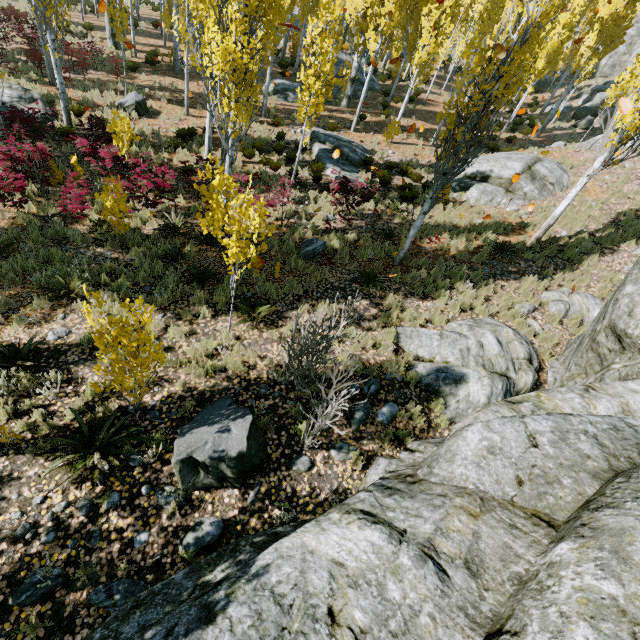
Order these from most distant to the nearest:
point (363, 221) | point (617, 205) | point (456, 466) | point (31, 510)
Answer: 1. point (617, 205)
2. point (363, 221)
3. point (31, 510)
4. point (456, 466)

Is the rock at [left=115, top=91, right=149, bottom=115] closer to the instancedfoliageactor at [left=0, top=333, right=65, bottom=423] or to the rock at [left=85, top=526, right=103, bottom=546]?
the instancedfoliageactor at [left=0, top=333, right=65, bottom=423]

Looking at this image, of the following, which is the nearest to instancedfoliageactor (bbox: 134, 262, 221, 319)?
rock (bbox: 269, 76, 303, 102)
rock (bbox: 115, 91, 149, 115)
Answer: rock (bbox: 269, 76, 303, 102)

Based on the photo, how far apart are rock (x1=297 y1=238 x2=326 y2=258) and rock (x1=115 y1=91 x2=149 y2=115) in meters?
12.3 m

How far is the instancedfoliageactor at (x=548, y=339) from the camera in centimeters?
788cm

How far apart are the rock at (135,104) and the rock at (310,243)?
12.3m

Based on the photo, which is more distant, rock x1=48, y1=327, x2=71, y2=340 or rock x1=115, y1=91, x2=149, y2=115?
rock x1=115, y1=91, x2=149, y2=115

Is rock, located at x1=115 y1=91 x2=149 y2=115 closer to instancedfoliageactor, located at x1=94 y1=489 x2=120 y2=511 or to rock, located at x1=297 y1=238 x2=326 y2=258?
instancedfoliageactor, located at x1=94 y1=489 x2=120 y2=511
